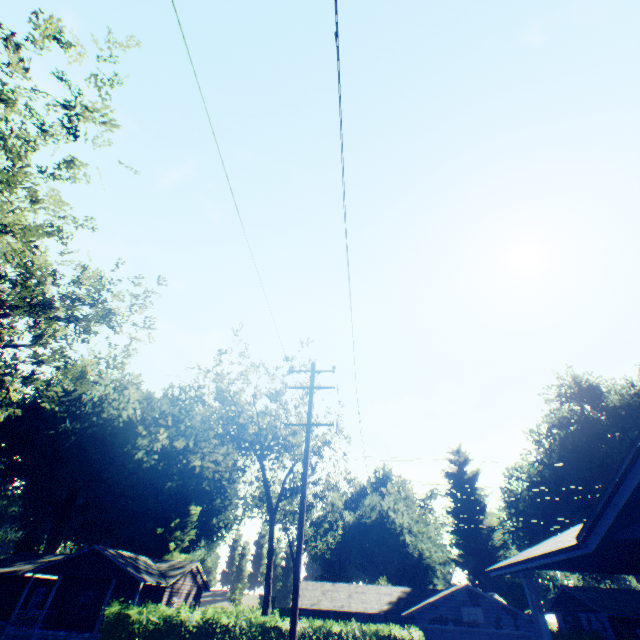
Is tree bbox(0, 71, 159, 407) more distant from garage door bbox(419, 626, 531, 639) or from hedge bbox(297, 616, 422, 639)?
garage door bbox(419, 626, 531, 639)

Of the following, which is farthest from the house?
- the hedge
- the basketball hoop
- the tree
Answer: the basketball hoop

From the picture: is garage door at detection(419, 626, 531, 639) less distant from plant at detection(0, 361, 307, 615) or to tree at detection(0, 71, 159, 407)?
tree at detection(0, 71, 159, 407)

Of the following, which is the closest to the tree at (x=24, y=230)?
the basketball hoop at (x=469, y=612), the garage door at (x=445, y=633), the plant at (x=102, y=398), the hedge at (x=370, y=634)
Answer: the hedge at (x=370, y=634)

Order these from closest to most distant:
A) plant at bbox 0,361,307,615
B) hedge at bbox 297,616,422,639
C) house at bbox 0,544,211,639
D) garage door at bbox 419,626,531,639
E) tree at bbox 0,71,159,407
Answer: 1. tree at bbox 0,71,159,407
2. hedge at bbox 297,616,422,639
3. garage door at bbox 419,626,531,639
4. house at bbox 0,544,211,639
5. plant at bbox 0,361,307,615

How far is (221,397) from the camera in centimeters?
3794cm

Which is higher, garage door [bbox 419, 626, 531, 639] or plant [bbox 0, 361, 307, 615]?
plant [bbox 0, 361, 307, 615]

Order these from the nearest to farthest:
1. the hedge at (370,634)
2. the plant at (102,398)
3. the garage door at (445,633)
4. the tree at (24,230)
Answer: the tree at (24,230) → the hedge at (370,634) → the garage door at (445,633) → the plant at (102,398)
